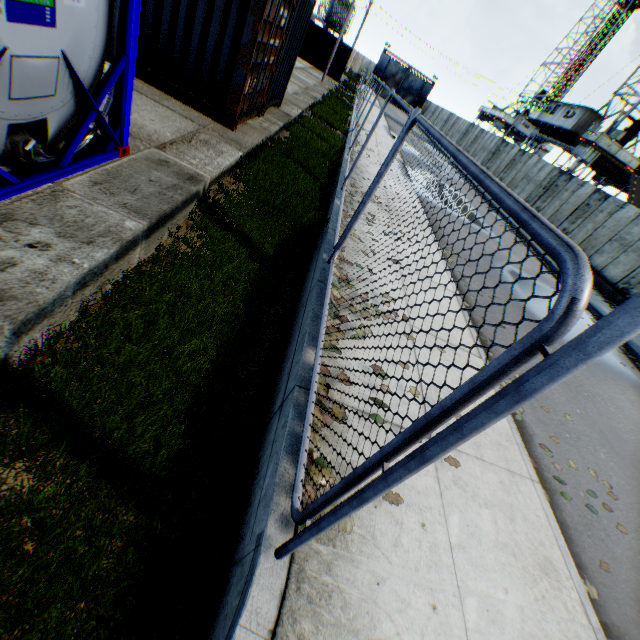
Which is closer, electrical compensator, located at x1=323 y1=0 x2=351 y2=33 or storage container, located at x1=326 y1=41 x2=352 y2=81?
storage container, located at x1=326 y1=41 x2=352 y2=81

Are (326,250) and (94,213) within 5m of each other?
yes

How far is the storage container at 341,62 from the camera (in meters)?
31.34

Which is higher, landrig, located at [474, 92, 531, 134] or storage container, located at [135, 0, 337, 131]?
landrig, located at [474, 92, 531, 134]

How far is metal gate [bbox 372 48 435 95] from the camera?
57.6m

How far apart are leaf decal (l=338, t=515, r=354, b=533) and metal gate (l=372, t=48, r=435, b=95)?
73.29m

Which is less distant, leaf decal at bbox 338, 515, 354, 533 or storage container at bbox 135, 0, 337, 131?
leaf decal at bbox 338, 515, 354, 533

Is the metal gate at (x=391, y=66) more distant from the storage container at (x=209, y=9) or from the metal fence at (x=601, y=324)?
the storage container at (x=209, y=9)
